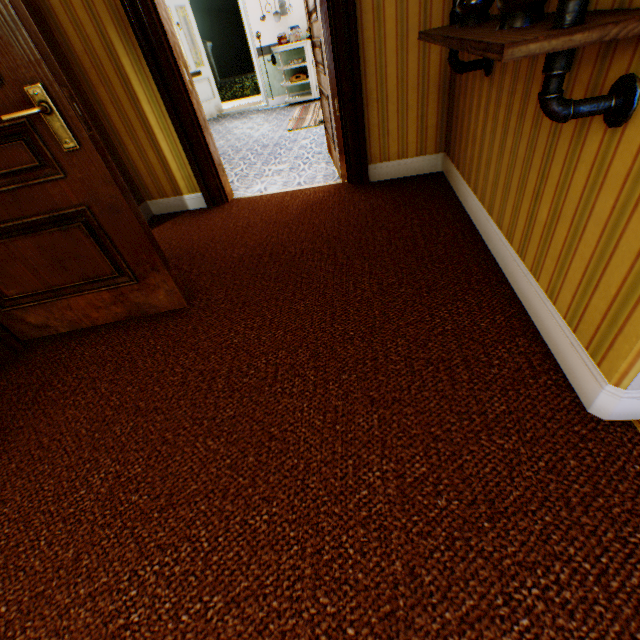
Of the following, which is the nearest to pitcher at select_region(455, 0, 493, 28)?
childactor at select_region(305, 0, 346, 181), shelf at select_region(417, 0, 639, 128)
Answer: shelf at select_region(417, 0, 639, 128)

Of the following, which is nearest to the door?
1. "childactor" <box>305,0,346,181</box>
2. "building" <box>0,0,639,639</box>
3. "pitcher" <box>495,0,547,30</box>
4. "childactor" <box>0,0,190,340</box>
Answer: "building" <box>0,0,639,639</box>

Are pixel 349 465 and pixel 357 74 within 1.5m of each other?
no

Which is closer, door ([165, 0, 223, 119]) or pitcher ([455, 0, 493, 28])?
pitcher ([455, 0, 493, 28])

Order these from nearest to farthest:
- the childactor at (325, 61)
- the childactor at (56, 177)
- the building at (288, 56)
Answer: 1. the childactor at (56, 177)
2. the childactor at (325, 61)
3. the building at (288, 56)

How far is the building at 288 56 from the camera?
7.1m

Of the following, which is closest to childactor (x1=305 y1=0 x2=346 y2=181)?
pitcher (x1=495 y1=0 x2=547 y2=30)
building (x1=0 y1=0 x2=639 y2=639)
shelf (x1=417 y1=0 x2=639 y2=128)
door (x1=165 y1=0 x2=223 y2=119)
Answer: building (x1=0 y1=0 x2=639 y2=639)

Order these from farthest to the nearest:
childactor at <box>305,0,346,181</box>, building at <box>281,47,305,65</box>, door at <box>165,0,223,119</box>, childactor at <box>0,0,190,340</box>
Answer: building at <box>281,47,305,65</box>, door at <box>165,0,223,119</box>, childactor at <box>305,0,346,181</box>, childactor at <box>0,0,190,340</box>
